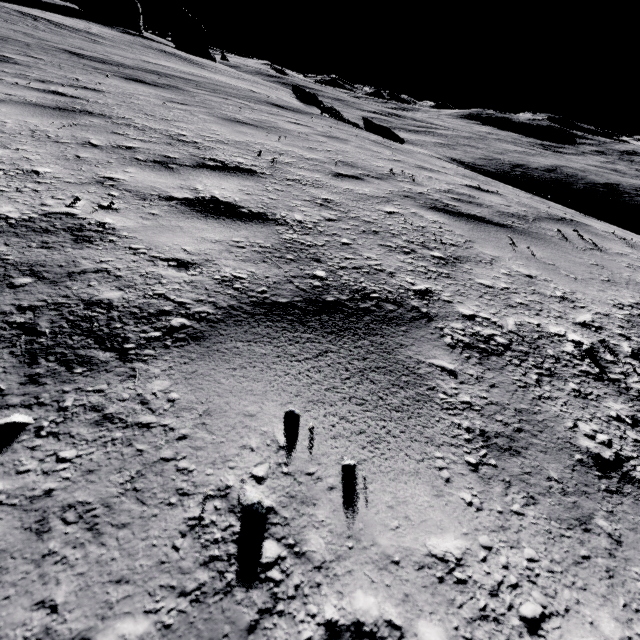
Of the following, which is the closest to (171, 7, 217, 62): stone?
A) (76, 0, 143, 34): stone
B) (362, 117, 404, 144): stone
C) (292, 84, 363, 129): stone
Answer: (76, 0, 143, 34): stone

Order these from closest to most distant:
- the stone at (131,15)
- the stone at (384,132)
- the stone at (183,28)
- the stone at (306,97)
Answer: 1. the stone at (384,132)
2. the stone at (306,97)
3. the stone at (131,15)
4. the stone at (183,28)

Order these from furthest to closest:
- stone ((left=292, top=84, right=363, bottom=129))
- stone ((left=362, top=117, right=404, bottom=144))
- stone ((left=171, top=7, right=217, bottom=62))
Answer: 1. stone ((left=171, top=7, right=217, bottom=62))
2. stone ((left=292, top=84, right=363, bottom=129))
3. stone ((left=362, top=117, right=404, bottom=144))

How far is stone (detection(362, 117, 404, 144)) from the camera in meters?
12.7

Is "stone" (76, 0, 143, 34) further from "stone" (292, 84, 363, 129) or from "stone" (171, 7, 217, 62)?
"stone" (292, 84, 363, 129)

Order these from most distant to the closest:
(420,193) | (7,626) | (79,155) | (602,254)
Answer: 1. (420,193)
2. (602,254)
3. (79,155)
4. (7,626)

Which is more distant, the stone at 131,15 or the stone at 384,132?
the stone at 131,15

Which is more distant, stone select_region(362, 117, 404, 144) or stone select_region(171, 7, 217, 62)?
stone select_region(171, 7, 217, 62)
